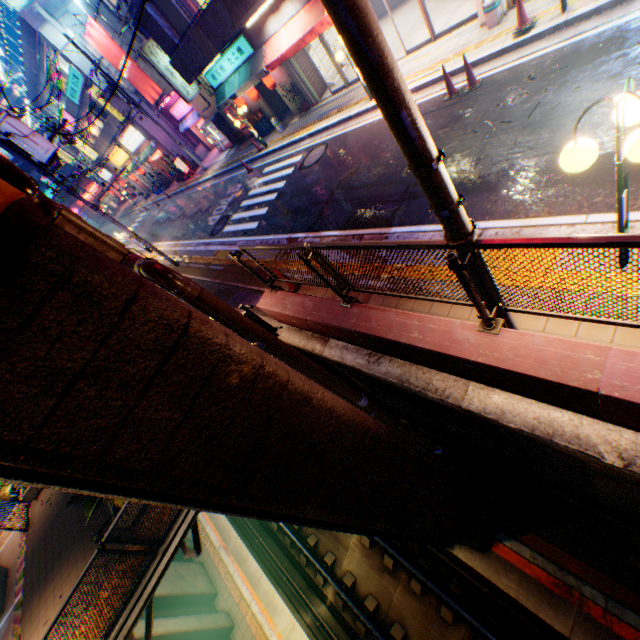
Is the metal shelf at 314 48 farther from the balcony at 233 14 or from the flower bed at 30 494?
the flower bed at 30 494

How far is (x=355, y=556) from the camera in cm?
1118

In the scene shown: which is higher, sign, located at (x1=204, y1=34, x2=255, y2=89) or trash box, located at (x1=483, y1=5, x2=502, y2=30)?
sign, located at (x1=204, y1=34, x2=255, y2=89)

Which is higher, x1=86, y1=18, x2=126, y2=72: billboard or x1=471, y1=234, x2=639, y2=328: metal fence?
x1=86, y1=18, x2=126, y2=72: billboard

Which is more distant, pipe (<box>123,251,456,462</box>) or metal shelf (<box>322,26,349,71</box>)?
metal shelf (<box>322,26,349,71</box>)

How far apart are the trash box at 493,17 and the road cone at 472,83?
2.0 meters

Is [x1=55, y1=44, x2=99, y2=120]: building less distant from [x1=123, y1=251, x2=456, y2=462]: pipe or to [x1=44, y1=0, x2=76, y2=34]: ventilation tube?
[x1=44, y1=0, x2=76, y2=34]: ventilation tube

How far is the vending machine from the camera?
22.0m
